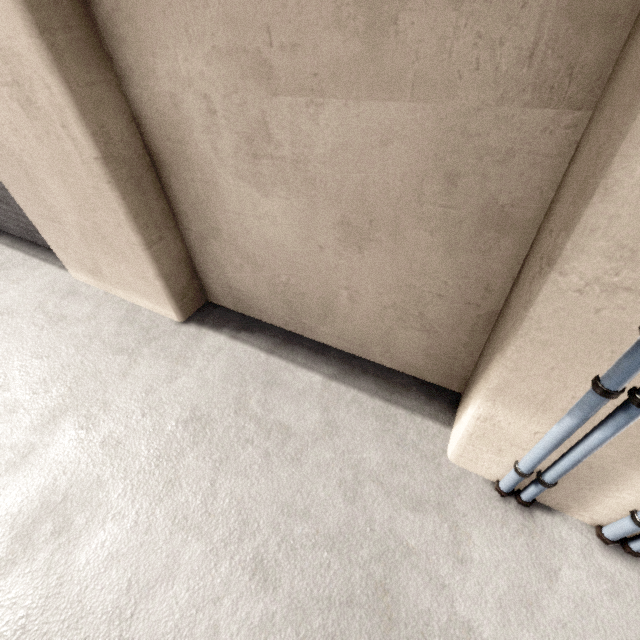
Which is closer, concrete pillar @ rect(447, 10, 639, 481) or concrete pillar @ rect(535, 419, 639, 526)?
concrete pillar @ rect(447, 10, 639, 481)

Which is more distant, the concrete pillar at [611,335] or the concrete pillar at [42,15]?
the concrete pillar at [42,15]

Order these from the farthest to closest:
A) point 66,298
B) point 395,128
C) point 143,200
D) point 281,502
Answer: point 66,298
point 143,200
point 281,502
point 395,128
